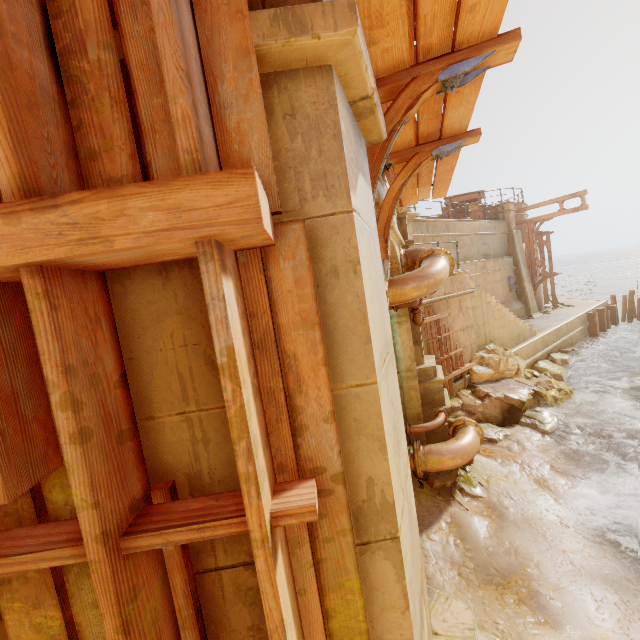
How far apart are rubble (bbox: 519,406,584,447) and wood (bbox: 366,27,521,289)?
9.7m

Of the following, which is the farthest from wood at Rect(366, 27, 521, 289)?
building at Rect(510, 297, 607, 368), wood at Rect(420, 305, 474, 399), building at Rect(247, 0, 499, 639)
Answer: building at Rect(510, 297, 607, 368)

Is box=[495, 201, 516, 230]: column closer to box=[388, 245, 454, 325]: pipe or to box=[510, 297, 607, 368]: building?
box=[510, 297, 607, 368]: building

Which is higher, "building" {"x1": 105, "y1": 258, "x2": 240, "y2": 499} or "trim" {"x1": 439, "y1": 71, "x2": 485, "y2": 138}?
"trim" {"x1": 439, "y1": 71, "x2": 485, "y2": 138}

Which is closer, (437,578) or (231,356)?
(231,356)

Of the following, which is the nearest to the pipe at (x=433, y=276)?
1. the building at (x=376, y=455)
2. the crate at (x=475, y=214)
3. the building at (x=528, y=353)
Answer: the building at (x=376, y=455)

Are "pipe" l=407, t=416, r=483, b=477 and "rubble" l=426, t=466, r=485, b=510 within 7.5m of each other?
yes

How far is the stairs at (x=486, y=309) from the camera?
11.23m
